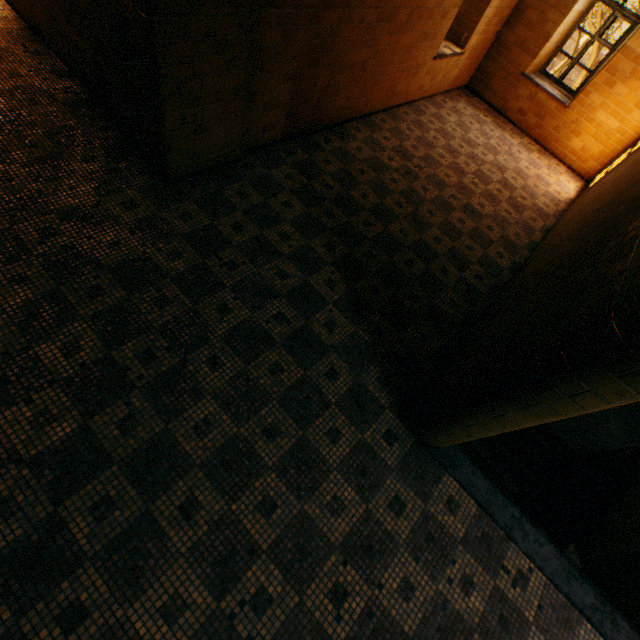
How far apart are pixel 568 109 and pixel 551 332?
7.92m
